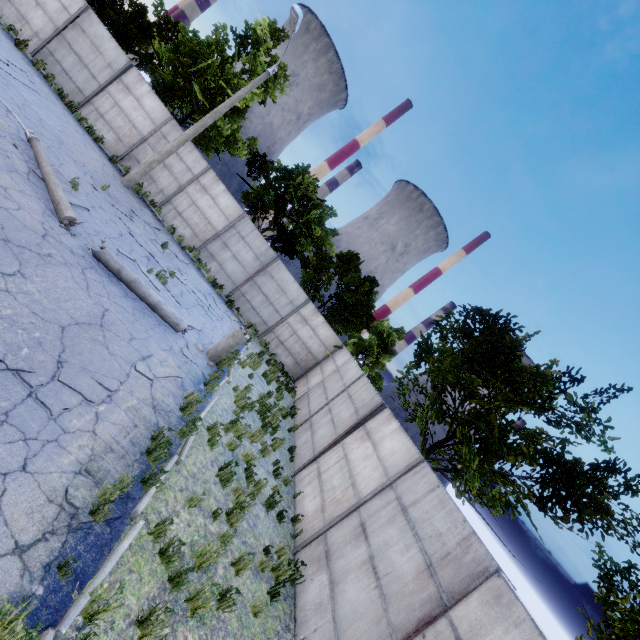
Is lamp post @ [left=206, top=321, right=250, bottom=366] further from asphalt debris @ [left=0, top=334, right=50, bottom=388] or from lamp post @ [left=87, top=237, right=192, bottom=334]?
asphalt debris @ [left=0, top=334, right=50, bottom=388]

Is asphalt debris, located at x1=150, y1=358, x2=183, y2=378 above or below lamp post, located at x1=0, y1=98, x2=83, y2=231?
below

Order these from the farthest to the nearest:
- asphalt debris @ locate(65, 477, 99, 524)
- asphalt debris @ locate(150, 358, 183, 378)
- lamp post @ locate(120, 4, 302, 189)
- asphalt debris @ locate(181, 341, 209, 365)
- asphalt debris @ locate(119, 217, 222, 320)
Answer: lamp post @ locate(120, 4, 302, 189) < asphalt debris @ locate(119, 217, 222, 320) < asphalt debris @ locate(181, 341, 209, 365) < asphalt debris @ locate(150, 358, 183, 378) < asphalt debris @ locate(65, 477, 99, 524)

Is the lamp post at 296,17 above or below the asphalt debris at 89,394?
above

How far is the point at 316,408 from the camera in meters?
13.5 m

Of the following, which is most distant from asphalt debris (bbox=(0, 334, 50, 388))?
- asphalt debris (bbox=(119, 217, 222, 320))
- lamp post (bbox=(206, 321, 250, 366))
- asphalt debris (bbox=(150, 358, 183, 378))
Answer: asphalt debris (bbox=(119, 217, 222, 320))

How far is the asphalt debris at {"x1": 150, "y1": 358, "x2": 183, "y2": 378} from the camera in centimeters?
733cm

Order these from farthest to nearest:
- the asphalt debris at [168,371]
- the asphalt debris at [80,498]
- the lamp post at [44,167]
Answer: the lamp post at [44,167]
the asphalt debris at [168,371]
the asphalt debris at [80,498]
